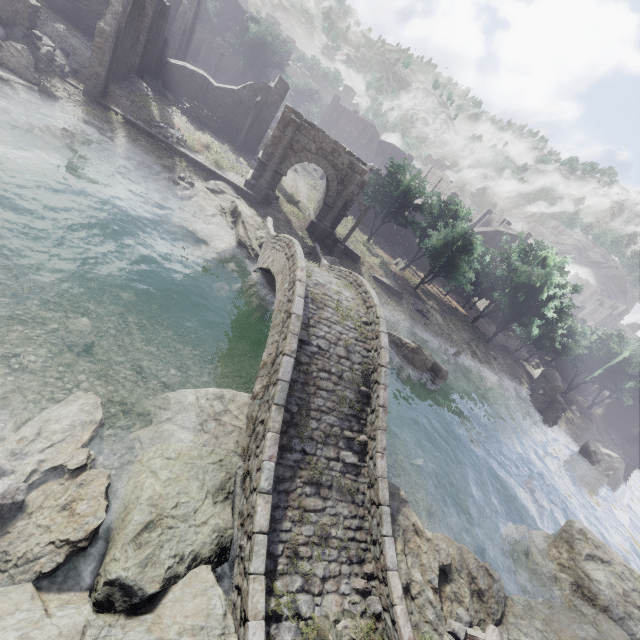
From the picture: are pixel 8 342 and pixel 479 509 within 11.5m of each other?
no

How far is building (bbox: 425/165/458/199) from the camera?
54.0 meters

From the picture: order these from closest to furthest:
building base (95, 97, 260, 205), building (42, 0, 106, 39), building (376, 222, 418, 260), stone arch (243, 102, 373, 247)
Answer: building base (95, 97, 260, 205), stone arch (243, 102, 373, 247), building (42, 0, 106, 39), building (376, 222, 418, 260)

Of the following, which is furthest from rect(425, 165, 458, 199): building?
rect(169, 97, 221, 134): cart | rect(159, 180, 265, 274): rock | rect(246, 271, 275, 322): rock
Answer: rect(246, 271, 275, 322): rock

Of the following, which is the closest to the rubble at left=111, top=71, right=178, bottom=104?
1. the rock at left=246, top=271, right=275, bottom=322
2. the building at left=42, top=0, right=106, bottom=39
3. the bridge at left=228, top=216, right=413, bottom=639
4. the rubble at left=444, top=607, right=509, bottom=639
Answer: the building at left=42, top=0, right=106, bottom=39

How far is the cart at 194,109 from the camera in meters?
26.3 m

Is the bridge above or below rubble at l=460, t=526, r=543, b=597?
above

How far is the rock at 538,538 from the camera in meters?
15.4
